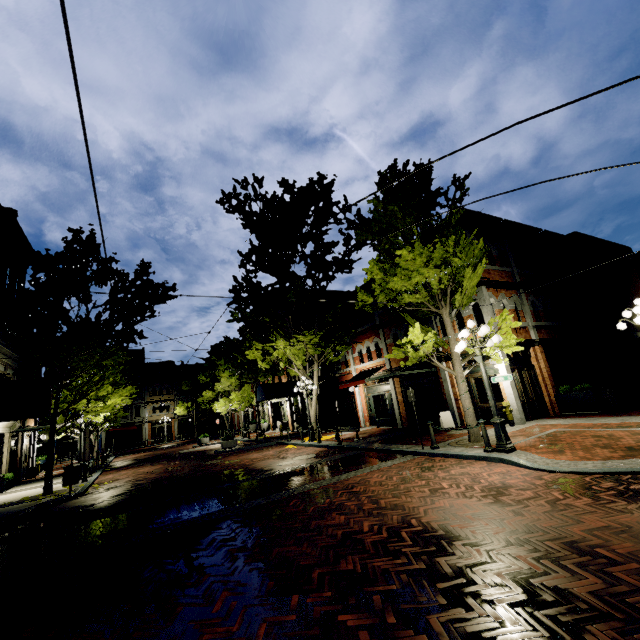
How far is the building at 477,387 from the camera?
14.2m

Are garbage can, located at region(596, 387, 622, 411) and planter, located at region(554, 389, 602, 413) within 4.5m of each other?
yes

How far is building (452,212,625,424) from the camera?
14.1m

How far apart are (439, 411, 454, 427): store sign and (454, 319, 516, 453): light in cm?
615

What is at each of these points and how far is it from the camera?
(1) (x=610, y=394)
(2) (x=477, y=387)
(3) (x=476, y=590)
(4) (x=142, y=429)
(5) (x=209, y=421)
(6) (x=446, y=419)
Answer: Answer:
(1) garbage can, 12.5 meters
(2) building, 14.8 meters
(3) z, 3.3 meters
(4) building, 47.3 meters
(5) building, 51.8 meters
(6) store sign, 15.0 meters

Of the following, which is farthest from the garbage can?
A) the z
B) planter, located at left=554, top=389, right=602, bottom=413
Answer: the z

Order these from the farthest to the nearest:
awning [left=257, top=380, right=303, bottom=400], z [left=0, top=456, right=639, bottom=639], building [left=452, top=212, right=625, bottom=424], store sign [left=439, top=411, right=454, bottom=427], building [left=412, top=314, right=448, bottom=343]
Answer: awning [left=257, top=380, right=303, bottom=400] < building [left=412, top=314, right=448, bottom=343] < store sign [left=439, top=411, right=454, bottom=427] < building [left=452, top=212, right=625, bottom=424] < z [left=0, top=456, right=639, bottom=639]

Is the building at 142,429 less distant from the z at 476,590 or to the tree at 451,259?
the tree at 451,259
